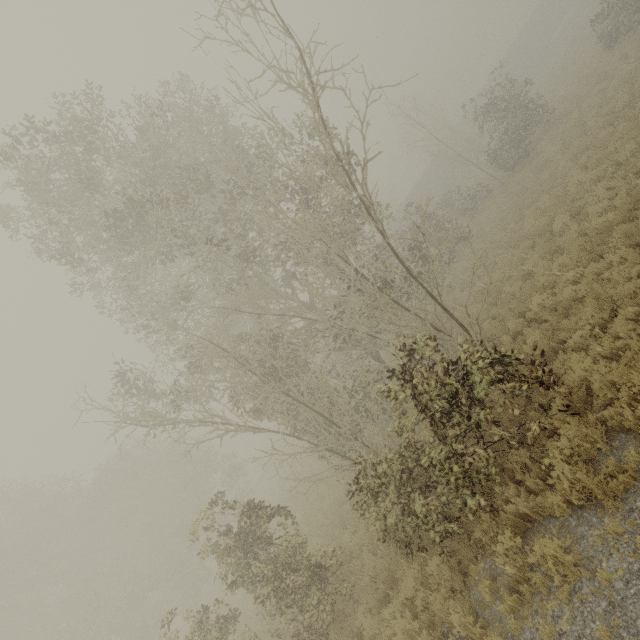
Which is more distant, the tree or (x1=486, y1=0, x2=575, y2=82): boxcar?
(x1=486, y1=0, x2=575, y2=82): boxcar

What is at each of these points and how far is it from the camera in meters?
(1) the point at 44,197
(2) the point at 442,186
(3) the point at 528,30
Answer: (1) tree, 11.6
(2) boxcar, 41.2
(3) boxcar, 43.0

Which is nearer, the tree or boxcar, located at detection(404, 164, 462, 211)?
the tree

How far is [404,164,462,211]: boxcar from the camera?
41.00m

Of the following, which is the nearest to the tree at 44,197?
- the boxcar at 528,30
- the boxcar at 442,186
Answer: the boxcar at 442,186

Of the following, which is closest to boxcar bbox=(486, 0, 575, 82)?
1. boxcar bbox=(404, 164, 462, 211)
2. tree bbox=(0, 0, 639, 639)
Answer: boxcar bbox=(404, 164, 462, 211)

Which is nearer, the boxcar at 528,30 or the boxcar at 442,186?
the boxcar at 442,186

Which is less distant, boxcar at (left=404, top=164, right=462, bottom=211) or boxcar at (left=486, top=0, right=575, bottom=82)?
boxcar at (left=404, top=164, right=462, bottom=211)
